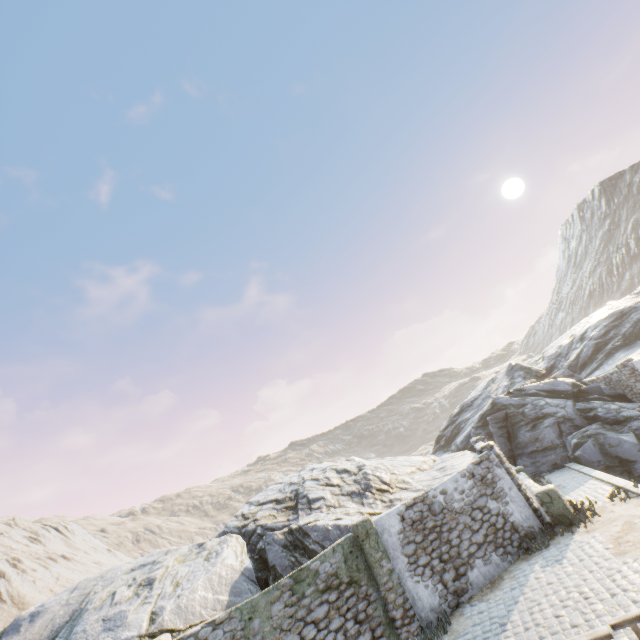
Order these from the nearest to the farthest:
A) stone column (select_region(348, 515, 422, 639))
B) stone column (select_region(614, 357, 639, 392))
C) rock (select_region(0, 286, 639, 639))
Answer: stone column (select_region(348, 515, 422, 639)) < rock (select_region(0, 286, 639, 639)) < stone column (select_region(614, 357, 639, 392))

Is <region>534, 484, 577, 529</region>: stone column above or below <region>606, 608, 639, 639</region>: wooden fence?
below

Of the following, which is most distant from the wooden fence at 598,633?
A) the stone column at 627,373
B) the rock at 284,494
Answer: the stone column at 627,373

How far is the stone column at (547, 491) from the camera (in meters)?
10.84

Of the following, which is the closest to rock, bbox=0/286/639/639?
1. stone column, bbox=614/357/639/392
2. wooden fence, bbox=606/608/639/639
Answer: wooden fence, bbox=606/608/639/639

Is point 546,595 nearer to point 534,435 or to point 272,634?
point 272,634

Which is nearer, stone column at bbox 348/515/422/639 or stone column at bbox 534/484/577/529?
stone column at bbox 348/515/422/639

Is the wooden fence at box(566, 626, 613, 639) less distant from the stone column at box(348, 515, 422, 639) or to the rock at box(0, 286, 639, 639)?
the stone column at box(348, 515, 422, 639)
